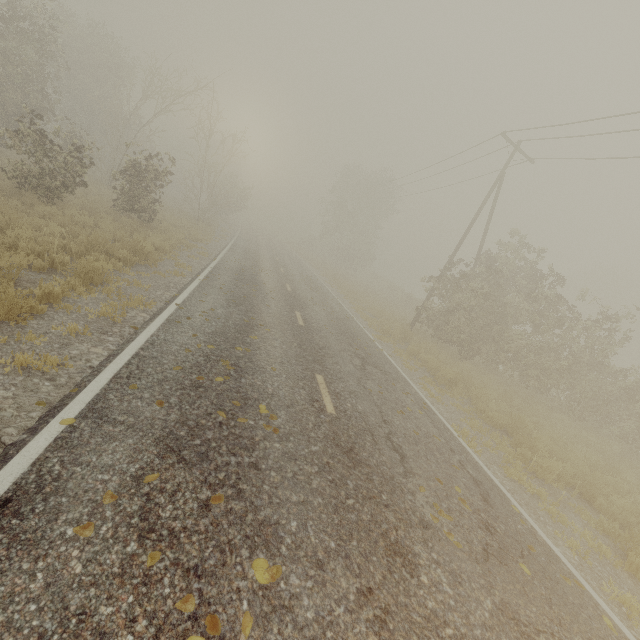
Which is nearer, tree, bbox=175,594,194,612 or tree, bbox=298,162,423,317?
tree, bbox=175,594,194,612

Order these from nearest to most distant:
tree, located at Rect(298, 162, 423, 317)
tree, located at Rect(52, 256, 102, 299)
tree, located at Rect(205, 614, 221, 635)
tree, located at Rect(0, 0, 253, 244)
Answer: tree, located at Rect(205, 614, 221, 635)
tree, located at Rect(52, 256, 102, 299)
tree, located at Rect(0, 0, 253, 244)
tree, located at Rect(298, 162, 423, 317)

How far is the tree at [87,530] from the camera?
2.56m

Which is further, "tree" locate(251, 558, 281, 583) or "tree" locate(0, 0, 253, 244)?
"tree" locate(0, 0, 253, 244)

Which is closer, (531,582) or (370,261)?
(531,582)

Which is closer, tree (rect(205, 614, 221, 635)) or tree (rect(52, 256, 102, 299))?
tree (rect(205, 614, 221, 635))

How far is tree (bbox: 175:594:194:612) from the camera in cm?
235
